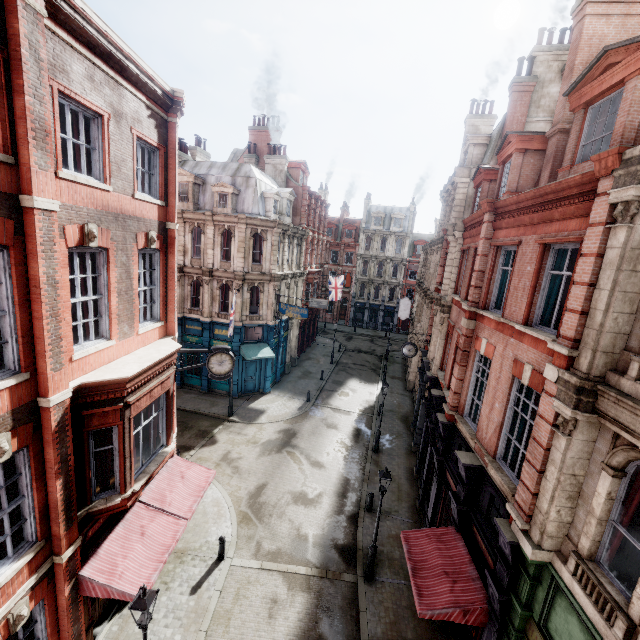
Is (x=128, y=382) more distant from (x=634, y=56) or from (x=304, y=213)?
(x=304, y=213)

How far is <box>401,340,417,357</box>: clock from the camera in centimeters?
1992cm

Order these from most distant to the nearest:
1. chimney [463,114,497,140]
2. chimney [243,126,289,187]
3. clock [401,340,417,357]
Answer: chimney [243,126,289,187] < chimney [463,114,497,140] < clock [401,340,417,357]

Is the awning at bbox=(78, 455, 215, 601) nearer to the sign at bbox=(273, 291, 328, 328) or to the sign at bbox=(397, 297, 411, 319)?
the sign at bbox=(273, 291, 328, 328)

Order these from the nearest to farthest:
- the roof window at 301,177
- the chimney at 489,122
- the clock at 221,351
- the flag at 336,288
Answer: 1. the clock at 221,351
2. the chimney at 489,122
3. the roof window at 301,177
4. the flag at 336,288

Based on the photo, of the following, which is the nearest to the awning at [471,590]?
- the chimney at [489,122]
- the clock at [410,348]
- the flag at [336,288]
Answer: the clock at [410,348]

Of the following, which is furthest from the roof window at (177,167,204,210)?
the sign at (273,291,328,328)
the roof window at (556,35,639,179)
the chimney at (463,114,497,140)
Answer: the roof window at (556,35,639,179)

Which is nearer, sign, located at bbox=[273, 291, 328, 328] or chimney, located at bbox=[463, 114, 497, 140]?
sign, located at bbox=[273, 291, 328, 328]
